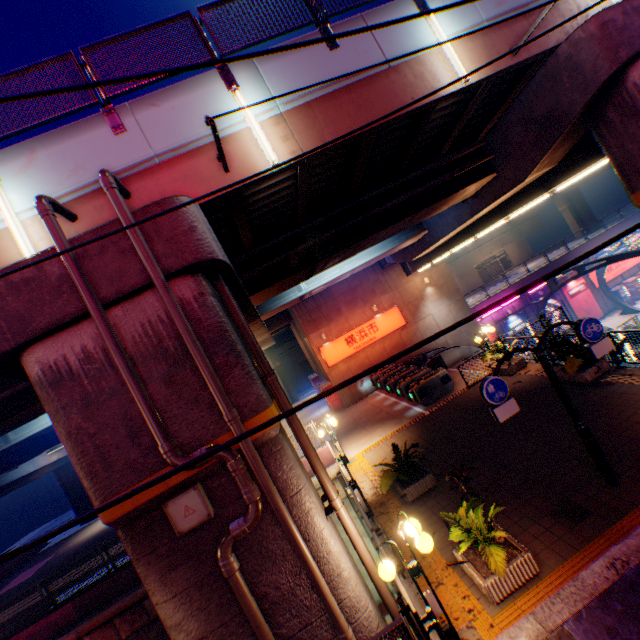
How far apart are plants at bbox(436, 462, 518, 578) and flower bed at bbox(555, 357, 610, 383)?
6.44m

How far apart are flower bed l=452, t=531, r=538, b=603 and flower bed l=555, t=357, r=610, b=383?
6.56m

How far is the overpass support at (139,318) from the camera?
5.4m

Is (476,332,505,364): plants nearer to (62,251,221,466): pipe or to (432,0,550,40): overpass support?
(432,0,550,40): overpass support

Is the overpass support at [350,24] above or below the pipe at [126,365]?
above

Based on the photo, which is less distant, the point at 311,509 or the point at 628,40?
the point at 311,509

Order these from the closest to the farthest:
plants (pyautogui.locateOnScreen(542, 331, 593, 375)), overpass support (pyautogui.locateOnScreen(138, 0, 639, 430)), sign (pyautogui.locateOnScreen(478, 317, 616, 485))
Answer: overpass support (pyautogui.locateOnScreen(138, 0, 639, 430)) < sign (pyautogui.locateOnScreen(478, 317, 616, 485)) < plants (pyautogui.locateOnScreen(542, 331, 593, 375))
